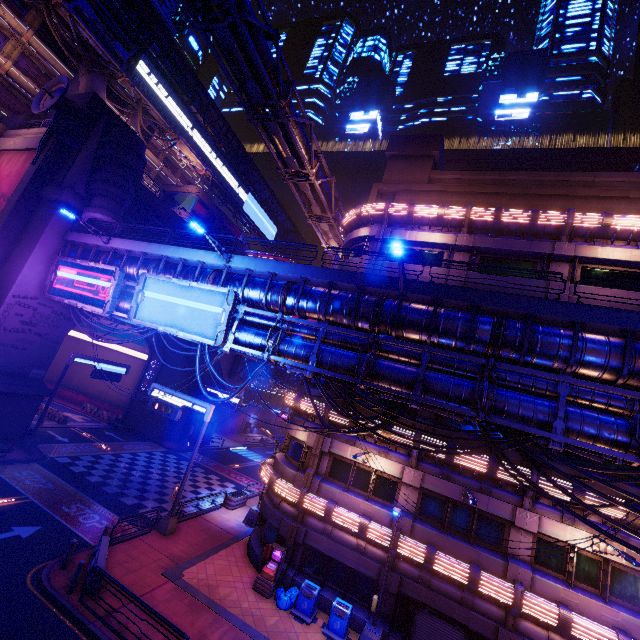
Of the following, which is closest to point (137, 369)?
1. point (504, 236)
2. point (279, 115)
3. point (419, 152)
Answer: point (279, 115)

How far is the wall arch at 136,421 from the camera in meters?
35.8 m

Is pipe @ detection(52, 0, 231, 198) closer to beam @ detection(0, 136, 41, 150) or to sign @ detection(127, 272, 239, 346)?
beam @ detection(0, 136, 41, 150)

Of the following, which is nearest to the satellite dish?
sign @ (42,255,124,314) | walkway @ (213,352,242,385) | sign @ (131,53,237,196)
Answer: sign @ (42,255,124,314)

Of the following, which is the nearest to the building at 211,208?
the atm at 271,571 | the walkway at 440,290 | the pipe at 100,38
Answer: the pipe at 100,38

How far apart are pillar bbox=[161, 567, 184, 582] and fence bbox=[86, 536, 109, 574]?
2.37m

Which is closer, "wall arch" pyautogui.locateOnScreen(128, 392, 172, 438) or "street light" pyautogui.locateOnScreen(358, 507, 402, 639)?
"street light" pyautogui.locateOnScreen(358, 507, 402, 639)

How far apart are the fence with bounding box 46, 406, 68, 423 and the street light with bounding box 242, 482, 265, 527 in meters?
21.5
